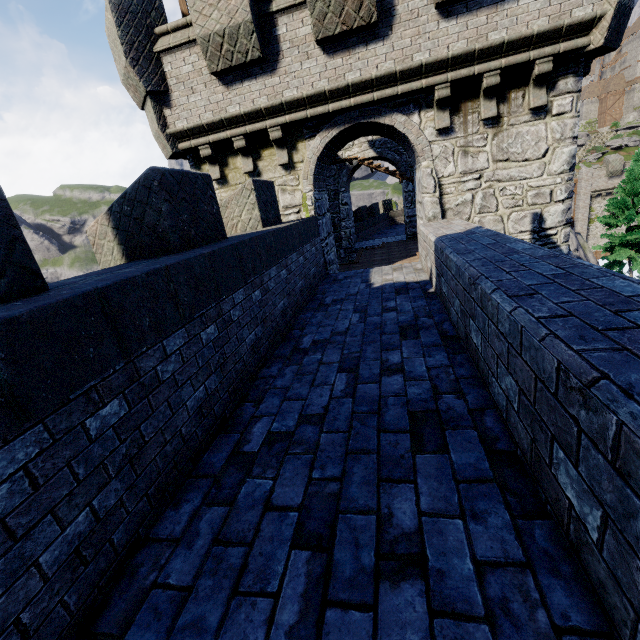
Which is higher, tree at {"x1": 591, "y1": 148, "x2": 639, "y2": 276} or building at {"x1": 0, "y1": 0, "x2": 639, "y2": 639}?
building at {"x1": 0, "y1": 0, "x2": 639, "y2": 639}

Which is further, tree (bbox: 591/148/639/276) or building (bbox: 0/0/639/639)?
tree (bbox: 591/148/639/276)

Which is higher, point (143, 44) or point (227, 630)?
point (143, 44)

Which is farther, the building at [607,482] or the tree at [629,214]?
the tree at [629,214]

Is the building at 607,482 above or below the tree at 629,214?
above
